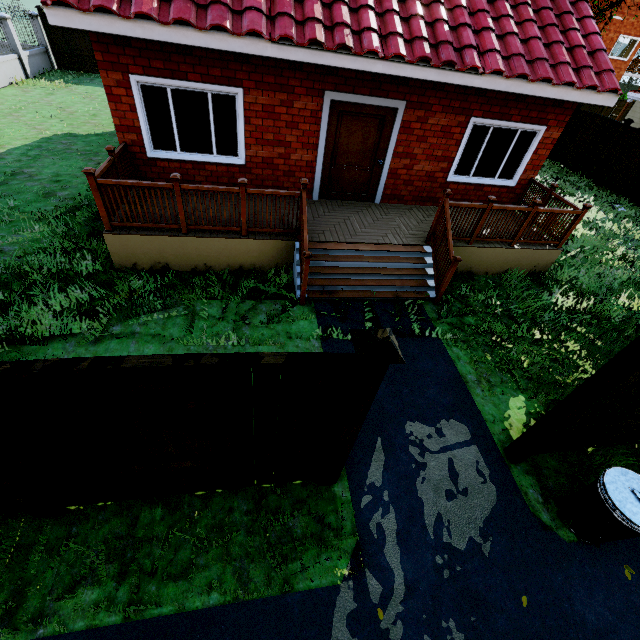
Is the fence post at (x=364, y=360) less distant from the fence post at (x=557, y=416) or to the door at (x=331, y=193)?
the fence post at (x=557, y=416)

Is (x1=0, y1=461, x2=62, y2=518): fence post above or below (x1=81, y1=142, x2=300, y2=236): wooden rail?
below

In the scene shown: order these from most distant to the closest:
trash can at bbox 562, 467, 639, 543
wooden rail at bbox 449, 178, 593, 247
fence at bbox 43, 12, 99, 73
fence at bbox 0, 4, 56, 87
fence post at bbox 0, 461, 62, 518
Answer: fence at bbox 43, 12, 99, 73
fence at bbox 0, 4, 56, 87
wooden rail at bbox 449, 178, 593, 247
trash can at bbox 562, 467, 639, 543
fence post at bbox 0, 461, 62, 518

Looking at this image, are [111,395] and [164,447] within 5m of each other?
yes

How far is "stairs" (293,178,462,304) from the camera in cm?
618

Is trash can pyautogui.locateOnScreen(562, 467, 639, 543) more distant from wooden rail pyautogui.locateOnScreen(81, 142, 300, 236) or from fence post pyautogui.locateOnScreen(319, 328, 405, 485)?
wooden rail pyautogui.locateOnScreen(81, 142, 300, 236)

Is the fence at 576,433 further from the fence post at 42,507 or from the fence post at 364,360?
the fence post at 364,360

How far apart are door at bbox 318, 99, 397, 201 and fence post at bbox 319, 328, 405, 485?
6.16m
